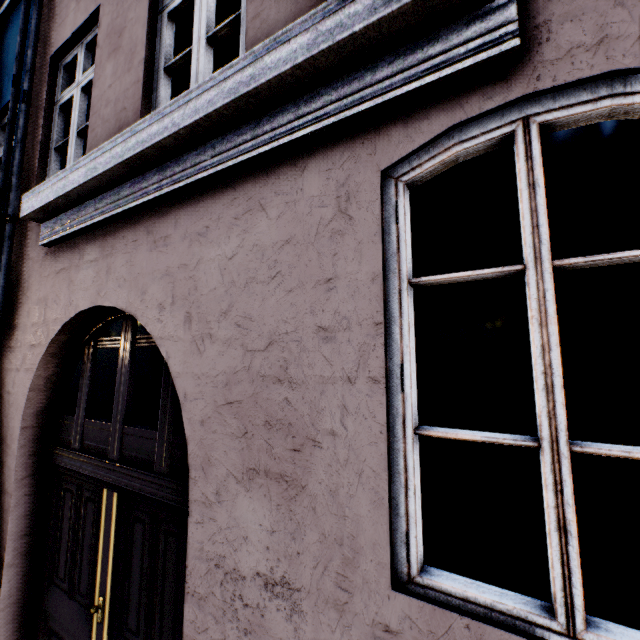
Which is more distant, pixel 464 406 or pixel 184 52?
pixel 464 406
